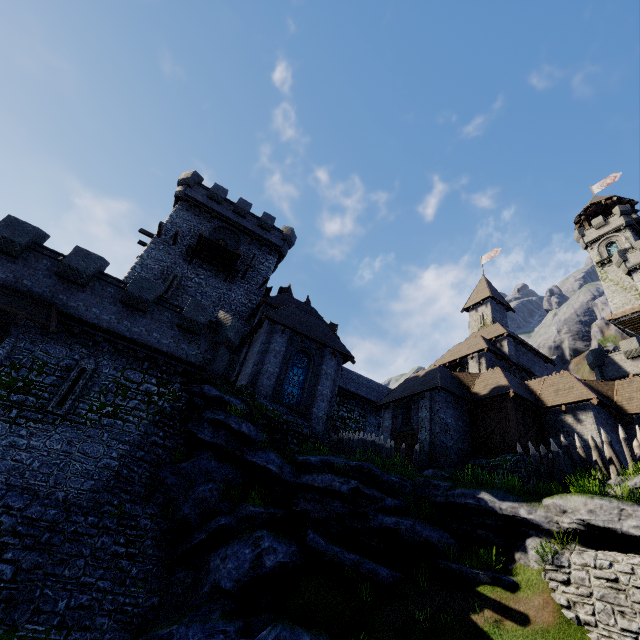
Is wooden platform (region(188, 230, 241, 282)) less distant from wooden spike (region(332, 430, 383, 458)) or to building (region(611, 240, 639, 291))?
wooden spike (region(332, 430, 383, 458))

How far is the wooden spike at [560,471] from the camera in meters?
13.5

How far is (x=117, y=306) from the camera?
16.6m

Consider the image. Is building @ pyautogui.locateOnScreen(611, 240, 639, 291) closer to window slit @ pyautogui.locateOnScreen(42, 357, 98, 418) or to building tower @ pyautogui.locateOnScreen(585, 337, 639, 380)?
building tower @ pyautogui.locateOnScreen(585, 337, 639, 380)

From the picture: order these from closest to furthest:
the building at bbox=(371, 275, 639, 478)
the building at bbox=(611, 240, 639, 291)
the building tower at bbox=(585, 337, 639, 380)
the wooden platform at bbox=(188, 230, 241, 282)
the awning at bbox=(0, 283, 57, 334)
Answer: the awning at bbox=(0, 283, 57, 334) → the building at bbox=(371, 275, 639, 478) → the wooden platform at bbox=(188, 230, 241, 282) → the building tower at bbox=(585, 337, 639, 380) → the building at bbox=(611, 240, 639, 291)

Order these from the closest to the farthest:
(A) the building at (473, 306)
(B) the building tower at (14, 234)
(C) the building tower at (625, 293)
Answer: (B) the building tower at (14, 234) → (A) the building at (473, 306) → (C) the building tower at (625, 293)

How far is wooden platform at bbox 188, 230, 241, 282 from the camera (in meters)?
25.34

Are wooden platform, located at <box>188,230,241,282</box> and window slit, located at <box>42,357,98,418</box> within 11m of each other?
no
